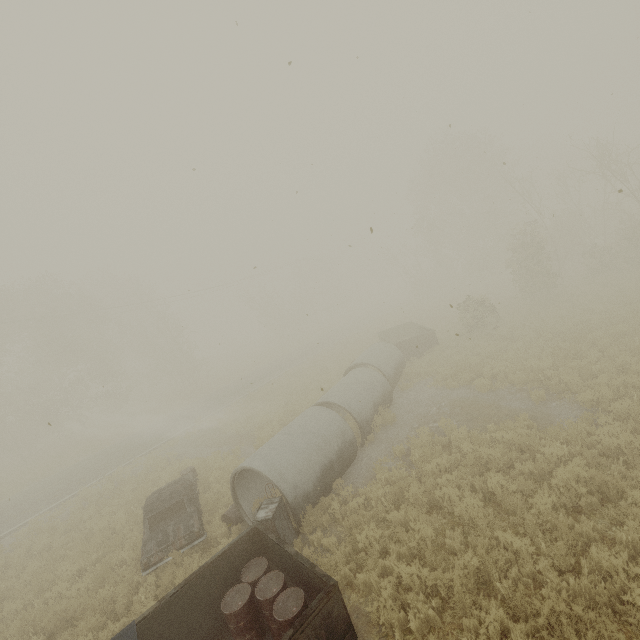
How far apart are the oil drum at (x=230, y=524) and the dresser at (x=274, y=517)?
1.6 meters

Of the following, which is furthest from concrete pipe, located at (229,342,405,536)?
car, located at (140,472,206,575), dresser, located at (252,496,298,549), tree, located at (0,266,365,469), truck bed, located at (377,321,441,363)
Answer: tree, located at (0,266,365,469)

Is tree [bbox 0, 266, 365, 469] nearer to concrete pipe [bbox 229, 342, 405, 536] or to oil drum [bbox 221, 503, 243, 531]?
oil drum [bbox 221, 503, 243, 531]

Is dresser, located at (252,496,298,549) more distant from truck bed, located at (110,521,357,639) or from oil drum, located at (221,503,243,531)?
oil drum, located at (221,503,243,531)

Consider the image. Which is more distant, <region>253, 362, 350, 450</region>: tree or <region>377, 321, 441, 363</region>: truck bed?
<region>377, 321, 441, 363</region>: truck bed

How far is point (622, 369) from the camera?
11.0m

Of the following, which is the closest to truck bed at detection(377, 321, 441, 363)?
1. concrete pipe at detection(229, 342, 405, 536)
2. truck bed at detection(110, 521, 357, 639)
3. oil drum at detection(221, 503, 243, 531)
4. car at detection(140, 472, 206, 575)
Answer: concrete pipe at detection(229, 342, 405, 536)

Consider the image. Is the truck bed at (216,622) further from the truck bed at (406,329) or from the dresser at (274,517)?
the truck bed at (406,329)
